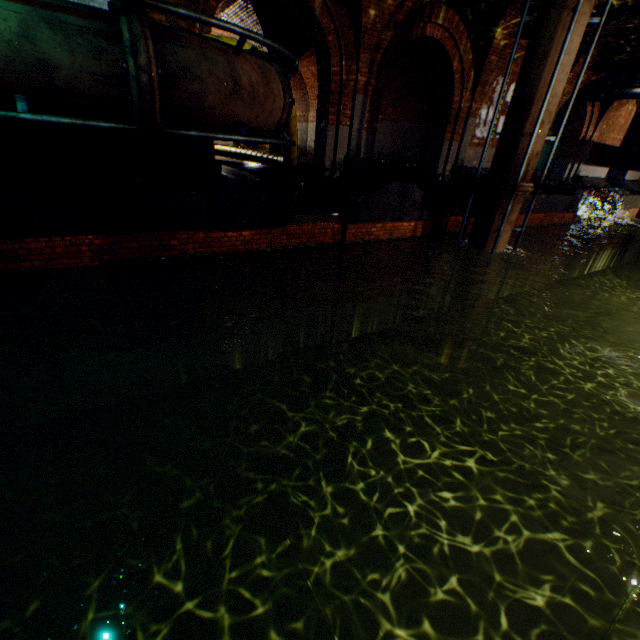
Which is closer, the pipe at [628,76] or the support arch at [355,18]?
the support arch at [355,18]

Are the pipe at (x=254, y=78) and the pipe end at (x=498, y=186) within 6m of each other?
yes

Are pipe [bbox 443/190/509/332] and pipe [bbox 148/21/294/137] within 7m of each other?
yes

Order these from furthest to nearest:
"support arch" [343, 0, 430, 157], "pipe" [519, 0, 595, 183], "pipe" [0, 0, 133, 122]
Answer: "support arch" [343, 0, 430, 157]
"pipe" [519, 0, 595, 183]
"pipe" [0, 0, 133, 122]

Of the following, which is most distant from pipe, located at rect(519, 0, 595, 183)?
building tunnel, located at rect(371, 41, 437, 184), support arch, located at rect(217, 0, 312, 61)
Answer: support arch, located at rect(217, 0, 312, 61)

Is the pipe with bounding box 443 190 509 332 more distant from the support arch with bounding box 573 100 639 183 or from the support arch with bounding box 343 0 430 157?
the support arch with bounding box 573 100 639 183

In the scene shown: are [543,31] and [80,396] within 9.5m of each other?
no

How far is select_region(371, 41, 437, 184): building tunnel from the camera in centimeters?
1191cm
